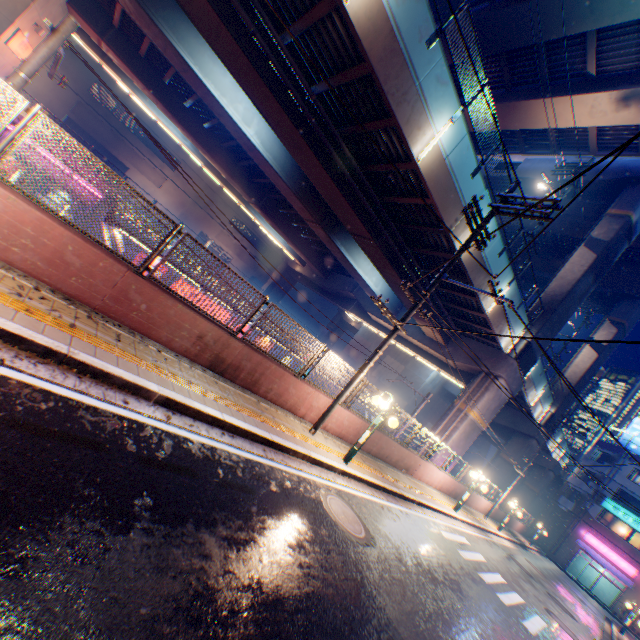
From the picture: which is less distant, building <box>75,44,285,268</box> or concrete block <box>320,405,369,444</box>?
concrete block <box>320,405,369,444</box>

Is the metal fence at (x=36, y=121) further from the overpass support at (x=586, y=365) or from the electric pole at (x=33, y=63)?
the electric pole at (x=33, y=63)

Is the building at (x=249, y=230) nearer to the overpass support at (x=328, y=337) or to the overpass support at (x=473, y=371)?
the overpass support at (x=473, y=371)

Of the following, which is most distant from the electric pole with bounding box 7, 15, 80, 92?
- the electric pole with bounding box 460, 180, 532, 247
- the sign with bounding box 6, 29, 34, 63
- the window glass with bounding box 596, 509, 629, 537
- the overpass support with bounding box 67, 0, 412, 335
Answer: the window glass with bounding box 596, 509, 629, 537

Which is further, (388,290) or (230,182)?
(230,182)

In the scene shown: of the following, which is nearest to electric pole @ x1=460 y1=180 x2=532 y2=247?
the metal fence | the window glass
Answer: the metal fence

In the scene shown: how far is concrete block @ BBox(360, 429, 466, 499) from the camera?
12.82m

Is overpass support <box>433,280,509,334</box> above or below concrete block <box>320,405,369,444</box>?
above
